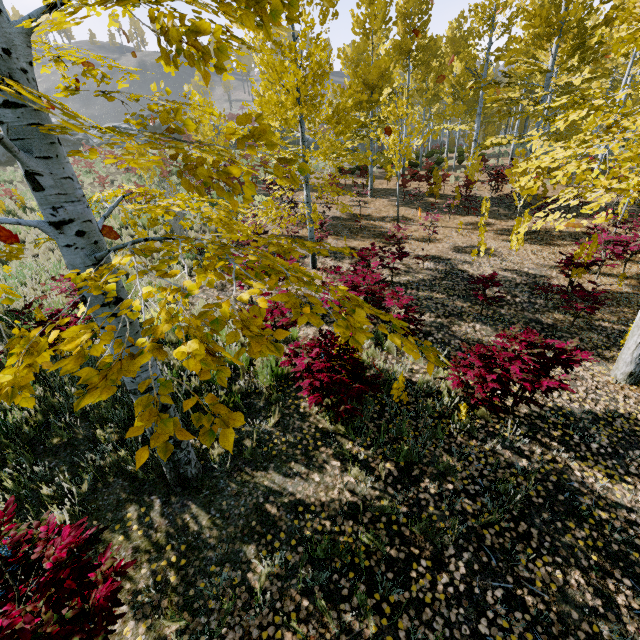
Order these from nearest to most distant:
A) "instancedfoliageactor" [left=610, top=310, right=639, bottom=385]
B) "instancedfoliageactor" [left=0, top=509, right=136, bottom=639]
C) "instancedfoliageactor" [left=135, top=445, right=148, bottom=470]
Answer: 1. "instancedfoliageactor" [left=135, top=445, right=148, bottom=470]
2. "instancedfoliageactor" [left=0, top=509, right=136, bottom=639]
3. "instancedfoliageactor" [left=610, top=310, right=639, bottom=385]

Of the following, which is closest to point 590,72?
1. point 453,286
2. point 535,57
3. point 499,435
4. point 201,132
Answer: point 453,286

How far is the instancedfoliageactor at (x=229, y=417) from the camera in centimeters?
114cm

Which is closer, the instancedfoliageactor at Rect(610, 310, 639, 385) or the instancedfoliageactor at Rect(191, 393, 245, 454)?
the instancedfoliageactor at Rect(191, 393, 245, 454)

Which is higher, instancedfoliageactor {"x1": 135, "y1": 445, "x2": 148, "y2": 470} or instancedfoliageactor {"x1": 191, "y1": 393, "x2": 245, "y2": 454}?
instancedfoliageactor {"x1": 135, "y1": 445, "x2": 148, "y2": 470}

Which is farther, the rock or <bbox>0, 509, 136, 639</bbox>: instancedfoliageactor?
the rock
